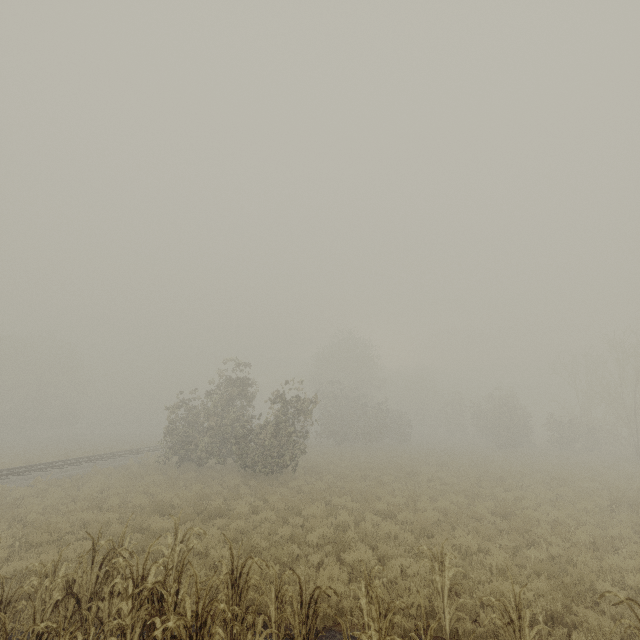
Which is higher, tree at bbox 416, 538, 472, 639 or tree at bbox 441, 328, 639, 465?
tree at bbox 441, 328, 639, 465

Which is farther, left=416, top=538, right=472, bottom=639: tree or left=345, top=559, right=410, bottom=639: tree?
left=416, top=538, right=472, bottom=639: tree

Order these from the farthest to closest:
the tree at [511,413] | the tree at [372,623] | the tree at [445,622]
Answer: the tree at [511,413] < the tree at [445,622] < the tree at [372,623]

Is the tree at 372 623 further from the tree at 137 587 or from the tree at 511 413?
the tree at 511 413

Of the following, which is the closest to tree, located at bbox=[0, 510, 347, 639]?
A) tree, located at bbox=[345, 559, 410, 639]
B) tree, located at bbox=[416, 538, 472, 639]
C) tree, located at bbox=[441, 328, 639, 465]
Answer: tree, located at bbox=[345, 559, 410, 639]

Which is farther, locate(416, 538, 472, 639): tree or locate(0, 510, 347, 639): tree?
locate(416, 538, 472, 639): tree

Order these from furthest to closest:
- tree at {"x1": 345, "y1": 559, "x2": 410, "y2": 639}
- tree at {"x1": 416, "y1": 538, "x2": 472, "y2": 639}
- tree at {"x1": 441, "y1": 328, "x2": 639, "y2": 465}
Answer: tree at {"x1": 441, "y1": 328, "x2": 639, "y2": 465}, tree at {"x1": 416, "y1": 538, "x2": 472, "y2": 639}, tree at {"x1": 345, "y1": 559, "x2": 410, "y2": 639}

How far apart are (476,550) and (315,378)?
43.03m
